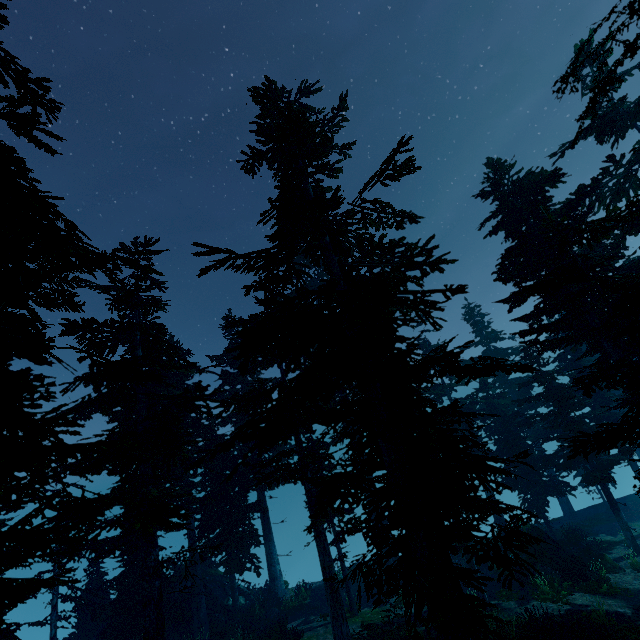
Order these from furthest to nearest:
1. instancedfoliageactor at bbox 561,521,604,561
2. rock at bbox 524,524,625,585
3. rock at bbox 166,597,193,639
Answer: rock at bbox 166,597,193,639 < instancedfoliageactor at bbox 561,521,604,561 < rock at bbox 524,524,625,585

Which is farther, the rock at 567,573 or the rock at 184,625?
the rock at 184,625

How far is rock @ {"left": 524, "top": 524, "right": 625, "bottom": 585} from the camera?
17.4m

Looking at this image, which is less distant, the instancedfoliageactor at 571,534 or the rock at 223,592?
the instancedfoliageactor at 571,534

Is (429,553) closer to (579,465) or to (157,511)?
(157,511)

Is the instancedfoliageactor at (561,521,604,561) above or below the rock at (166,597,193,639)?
below

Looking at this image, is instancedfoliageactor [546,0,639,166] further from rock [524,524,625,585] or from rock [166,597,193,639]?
rock [524,524,625,585]
